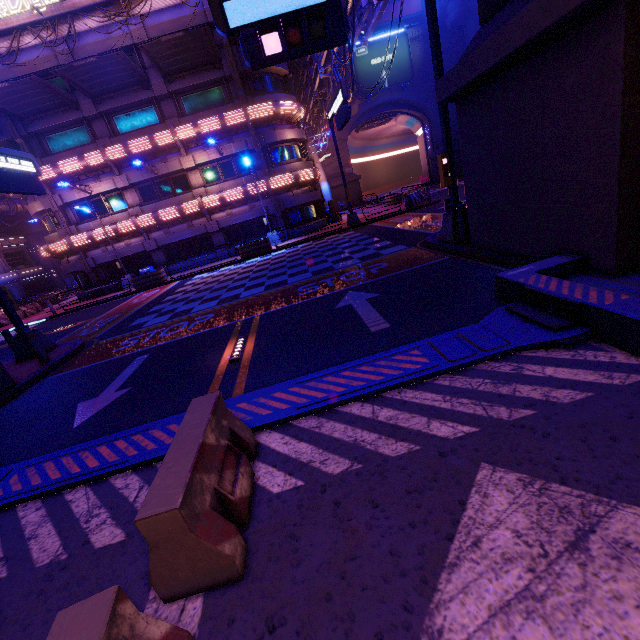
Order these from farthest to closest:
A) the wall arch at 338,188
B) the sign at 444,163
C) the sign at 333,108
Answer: the wall arch at 338,188, the sign at 333,108, the sign at 444,163

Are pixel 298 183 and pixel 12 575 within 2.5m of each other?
no

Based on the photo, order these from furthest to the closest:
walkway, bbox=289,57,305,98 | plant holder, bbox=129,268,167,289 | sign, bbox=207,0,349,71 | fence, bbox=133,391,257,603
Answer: walkway, bbox=289,57,305,98 < plant holder, bbox=129,268,167,289 < sign, bbox=207,0,349,71 < fence, bbox=133,391,257,603

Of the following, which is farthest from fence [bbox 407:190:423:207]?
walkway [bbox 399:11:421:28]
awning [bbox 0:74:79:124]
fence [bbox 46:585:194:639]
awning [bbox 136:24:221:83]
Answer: walkway [bbox 399:11:421:28]

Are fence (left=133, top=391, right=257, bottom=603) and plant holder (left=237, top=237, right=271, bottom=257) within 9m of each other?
no

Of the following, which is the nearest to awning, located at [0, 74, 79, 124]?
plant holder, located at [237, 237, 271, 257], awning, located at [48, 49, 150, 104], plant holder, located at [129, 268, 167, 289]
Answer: awning, located at [48, 49, 150, 104]

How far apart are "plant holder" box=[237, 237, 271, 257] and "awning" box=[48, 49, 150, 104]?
11.8m

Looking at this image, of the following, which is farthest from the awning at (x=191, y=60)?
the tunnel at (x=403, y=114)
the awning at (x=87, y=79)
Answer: the tunnel at (x=403, y=114)
